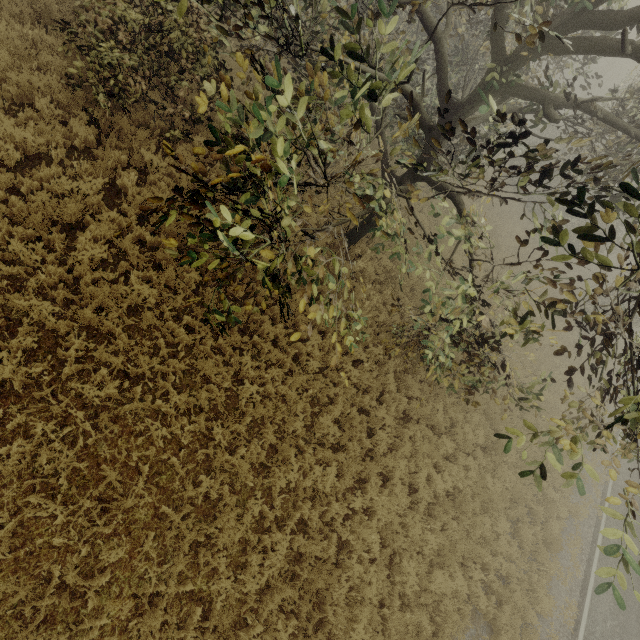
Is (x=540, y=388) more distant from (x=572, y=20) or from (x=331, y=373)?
(x=572, y=20)
